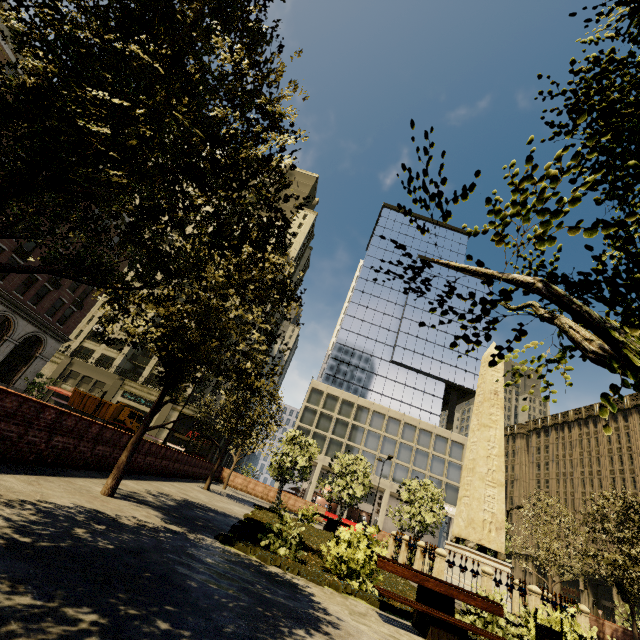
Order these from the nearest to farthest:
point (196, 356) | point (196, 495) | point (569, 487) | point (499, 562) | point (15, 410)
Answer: point (15, 410) < point (196, 356) < point (499, 562) < point (196, 495) < point (569, 487)

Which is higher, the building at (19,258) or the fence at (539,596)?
the building at (19,258)

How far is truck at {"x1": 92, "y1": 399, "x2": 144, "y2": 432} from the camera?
35.8 meters

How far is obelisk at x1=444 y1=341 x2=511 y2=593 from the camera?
12.77m

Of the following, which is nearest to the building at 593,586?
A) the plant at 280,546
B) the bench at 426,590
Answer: the plant at 280,546

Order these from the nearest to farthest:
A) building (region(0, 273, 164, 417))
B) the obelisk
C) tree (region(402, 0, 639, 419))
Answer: tree (region(402, 0, 639, 419)), the obelisk, building (region(0, 273, 164, 417))

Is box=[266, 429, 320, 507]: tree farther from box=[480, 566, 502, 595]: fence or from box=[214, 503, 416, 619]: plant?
box=[480, 566, 502, 595]: fence

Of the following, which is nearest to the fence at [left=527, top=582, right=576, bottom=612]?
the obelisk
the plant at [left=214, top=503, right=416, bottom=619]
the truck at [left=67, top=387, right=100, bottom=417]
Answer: the plant at [left=214, top=503, right=416, bottom=619]
